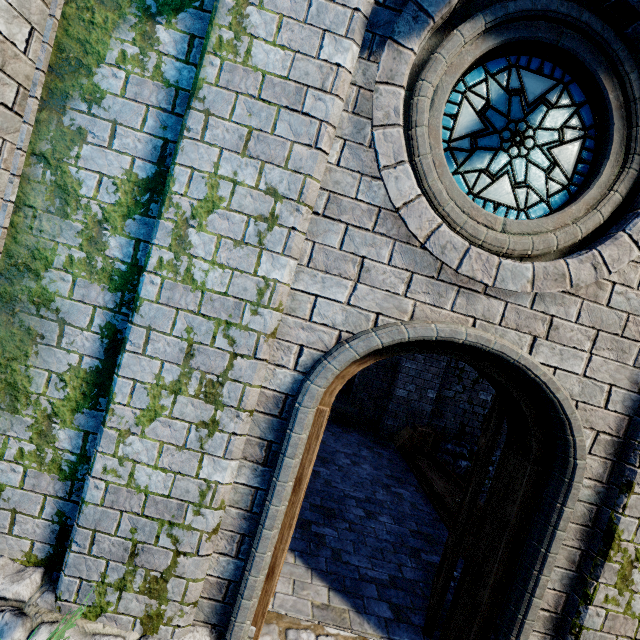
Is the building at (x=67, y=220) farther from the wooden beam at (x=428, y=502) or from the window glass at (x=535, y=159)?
the window glass at (x=535, y=159)

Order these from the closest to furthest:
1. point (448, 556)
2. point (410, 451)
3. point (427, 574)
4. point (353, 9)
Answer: point (353, 9) → point (448, 556) → point (427, 574) → point (410, 451)

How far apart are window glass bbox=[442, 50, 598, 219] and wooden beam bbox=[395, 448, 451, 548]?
4.2m

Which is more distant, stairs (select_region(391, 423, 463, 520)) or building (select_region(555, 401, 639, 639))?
stairs (select_region(391, 423, 463, 520))

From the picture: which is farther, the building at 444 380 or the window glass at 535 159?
the building at 444 380

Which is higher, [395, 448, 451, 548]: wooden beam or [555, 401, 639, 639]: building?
[555, 401, 639, 639]: building

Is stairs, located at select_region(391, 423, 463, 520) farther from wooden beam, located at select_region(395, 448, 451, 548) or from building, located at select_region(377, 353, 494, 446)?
building, located at select_region(377, 353, 494, 446)

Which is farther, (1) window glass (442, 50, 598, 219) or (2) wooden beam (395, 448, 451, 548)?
(2) wooden beam (395, 448, 451, 548)
